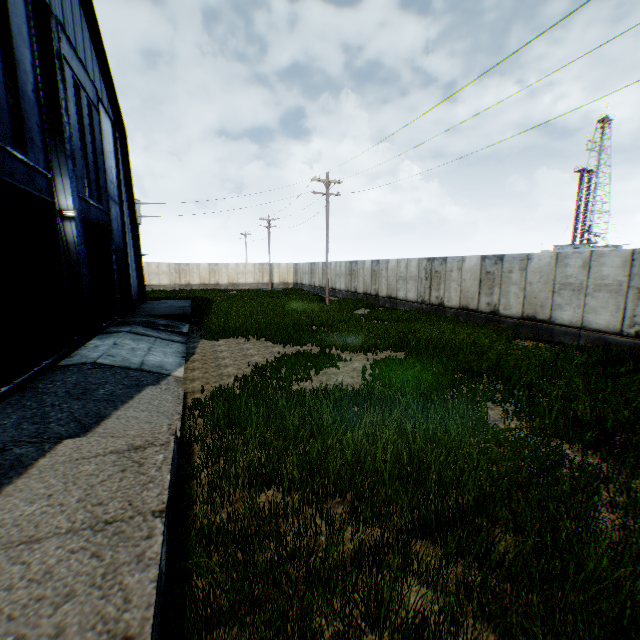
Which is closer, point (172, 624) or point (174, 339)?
point (172, 624)

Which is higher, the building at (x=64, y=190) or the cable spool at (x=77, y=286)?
the building at (x=64, y=190)

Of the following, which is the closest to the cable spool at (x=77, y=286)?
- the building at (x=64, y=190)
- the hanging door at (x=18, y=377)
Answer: the hanging door at (x=18, y=377)

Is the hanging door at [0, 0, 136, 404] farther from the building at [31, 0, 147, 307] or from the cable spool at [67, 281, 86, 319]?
the cable spool at [67, 281, 86, 319]

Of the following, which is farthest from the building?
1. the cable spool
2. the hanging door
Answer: the cable spool

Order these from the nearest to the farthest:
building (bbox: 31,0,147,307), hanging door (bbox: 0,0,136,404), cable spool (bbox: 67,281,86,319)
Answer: hanging door (bbox: 0,0,136,404)
building (bbox: 31,0,147,307)
cable spool (bbox: 67,281,86,319)
